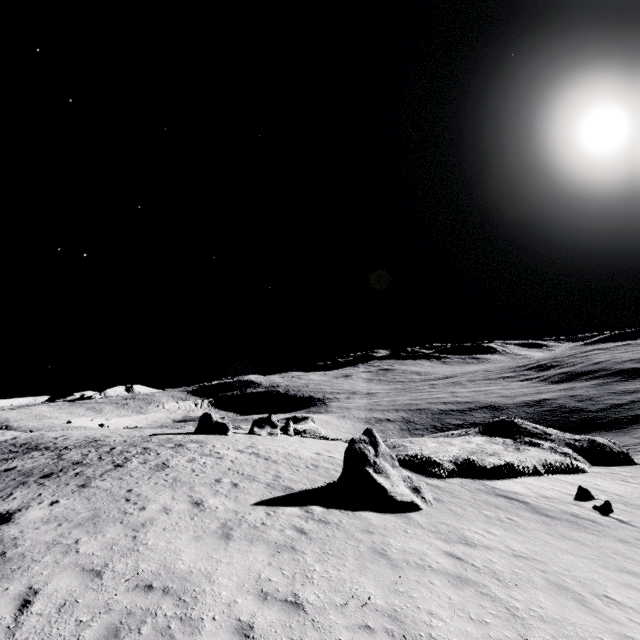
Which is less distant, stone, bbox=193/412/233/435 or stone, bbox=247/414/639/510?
stone, bbox=247/414/639/510

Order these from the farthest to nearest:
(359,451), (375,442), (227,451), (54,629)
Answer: (227,451)
(375,442)
(359,451)
(54,629)

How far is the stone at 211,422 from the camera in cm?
2919

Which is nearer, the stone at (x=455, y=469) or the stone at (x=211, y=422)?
the stone at (x=455, y=469)

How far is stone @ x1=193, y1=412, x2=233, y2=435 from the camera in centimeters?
2919cm
